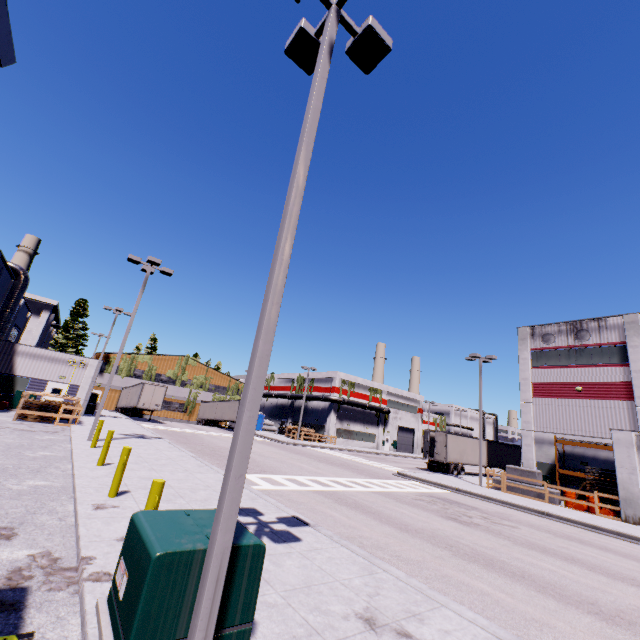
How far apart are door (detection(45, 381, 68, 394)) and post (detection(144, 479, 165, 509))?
29.44m

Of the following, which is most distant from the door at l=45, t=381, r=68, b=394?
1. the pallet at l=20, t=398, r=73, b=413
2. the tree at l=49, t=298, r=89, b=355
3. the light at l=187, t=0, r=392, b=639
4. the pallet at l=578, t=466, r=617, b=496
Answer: the pallet at l=578, t=466, r=617, b=496

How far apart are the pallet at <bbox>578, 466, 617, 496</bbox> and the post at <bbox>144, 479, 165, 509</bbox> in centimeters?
2620cm

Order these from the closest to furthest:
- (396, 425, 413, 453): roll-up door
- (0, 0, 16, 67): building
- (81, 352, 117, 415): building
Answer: (0, 0, 16, 67): building, (81, 352, 117, 415): building, (396, 425, 413, 453): roll-up door

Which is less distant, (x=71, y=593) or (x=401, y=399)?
(x=71, y=593)

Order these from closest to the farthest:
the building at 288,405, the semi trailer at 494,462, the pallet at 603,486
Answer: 1. the pallet at 603,486
2. the semi trailer at 494,462
3. the building at 288,405

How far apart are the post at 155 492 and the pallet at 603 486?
26.20m

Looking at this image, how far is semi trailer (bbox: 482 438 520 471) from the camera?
34.6 meters
